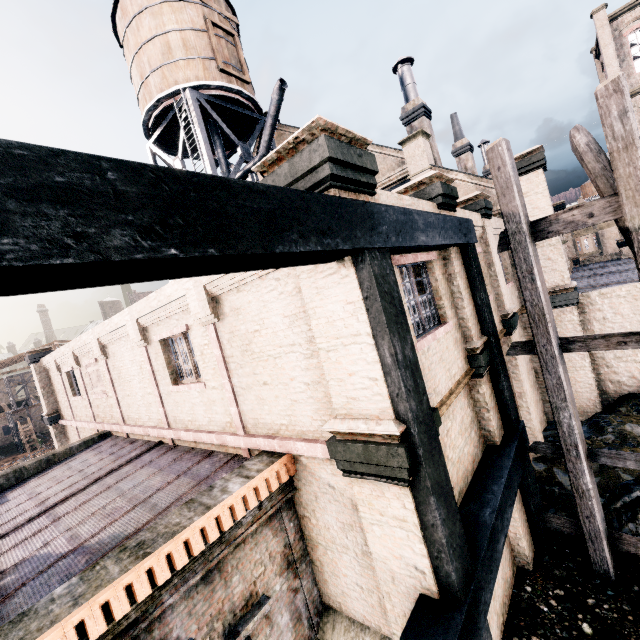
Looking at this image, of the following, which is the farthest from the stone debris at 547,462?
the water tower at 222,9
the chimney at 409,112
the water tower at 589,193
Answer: the water tower at 589,193

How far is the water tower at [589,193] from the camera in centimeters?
5431cm

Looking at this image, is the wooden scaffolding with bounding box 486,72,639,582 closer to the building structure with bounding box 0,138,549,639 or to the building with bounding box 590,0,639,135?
the building structure with bounding box 0,138,549,639

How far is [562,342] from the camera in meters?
7.6 m

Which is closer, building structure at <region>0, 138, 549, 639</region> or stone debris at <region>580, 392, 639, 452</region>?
building structure at <region>0, 138, 549, 639</region>

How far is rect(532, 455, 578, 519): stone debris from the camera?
10.1 meters

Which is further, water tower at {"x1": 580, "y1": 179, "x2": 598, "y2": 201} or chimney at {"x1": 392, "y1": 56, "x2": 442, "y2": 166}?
water tower at {"x1": 580, "y1": 179, "x2": 598, "y2": 201}

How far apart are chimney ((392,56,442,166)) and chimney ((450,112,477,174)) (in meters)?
9.47
